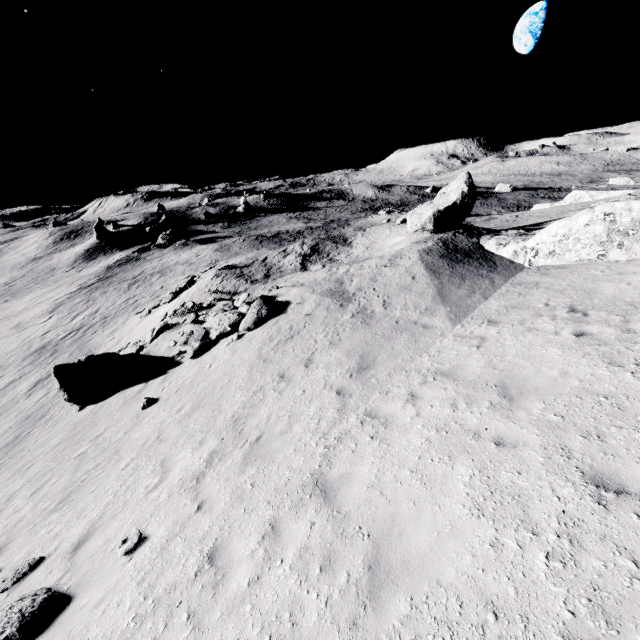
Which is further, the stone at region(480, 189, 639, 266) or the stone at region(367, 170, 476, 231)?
the stone at region(367, 170, 476, 231)

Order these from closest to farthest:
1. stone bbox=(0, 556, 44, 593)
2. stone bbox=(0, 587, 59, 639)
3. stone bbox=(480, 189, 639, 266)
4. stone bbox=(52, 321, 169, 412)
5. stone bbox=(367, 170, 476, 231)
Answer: stone bbox=(0, 587, 59, 639) < stone bbox=(0, 556, 44, 593) < stone bbox=(480, 189, 639, 266) < stone bbox=(52, 321, 169, 412) < stone bbox=(367, 170, 476, 231)

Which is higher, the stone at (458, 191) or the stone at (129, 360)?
the stone at (458, 191)

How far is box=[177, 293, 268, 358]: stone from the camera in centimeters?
1487cm

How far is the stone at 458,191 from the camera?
18.5 meters

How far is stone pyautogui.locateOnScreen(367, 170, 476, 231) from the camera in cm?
1845

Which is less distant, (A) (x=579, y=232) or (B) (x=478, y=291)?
(A) (x=579, y=232)

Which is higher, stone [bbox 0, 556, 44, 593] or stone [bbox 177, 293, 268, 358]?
stone [bbox 177, 293, 268, 358]
